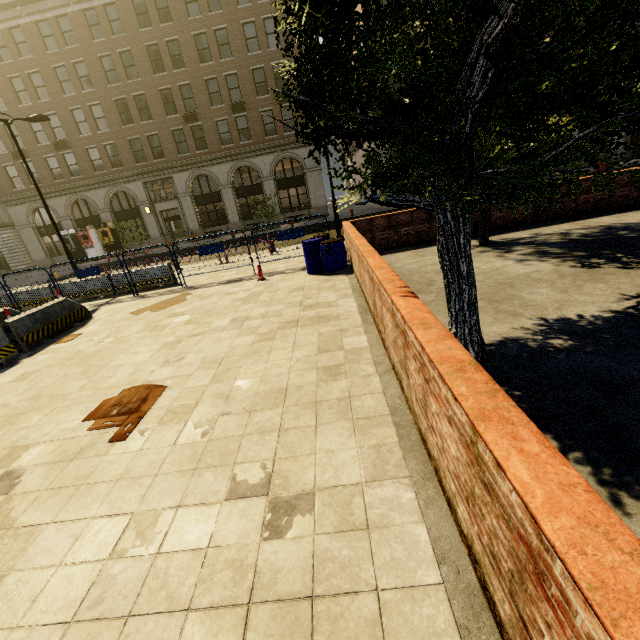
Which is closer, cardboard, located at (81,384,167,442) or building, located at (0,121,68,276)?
cardboard, located at (81,384,167,442)

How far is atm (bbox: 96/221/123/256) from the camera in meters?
29.9 m

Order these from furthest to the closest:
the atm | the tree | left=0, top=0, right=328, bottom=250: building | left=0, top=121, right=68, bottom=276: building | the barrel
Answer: the atm < left=0, top=121, right=68, bottom=276: building < left=0, top=0, right=328, bottom=250: building < the barrel < the tree

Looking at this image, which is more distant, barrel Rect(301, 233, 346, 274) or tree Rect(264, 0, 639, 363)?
barrel Rect(301, 233, 346, 274)

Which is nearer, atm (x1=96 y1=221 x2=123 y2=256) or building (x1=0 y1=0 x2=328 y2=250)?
building (x1=0 y1=0 x2=328 y2=250)

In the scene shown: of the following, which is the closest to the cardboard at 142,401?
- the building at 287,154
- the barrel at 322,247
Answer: the barrel at 322,247

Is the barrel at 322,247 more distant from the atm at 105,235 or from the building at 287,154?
the atm at 105,235

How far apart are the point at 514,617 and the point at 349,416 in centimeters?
221cm
